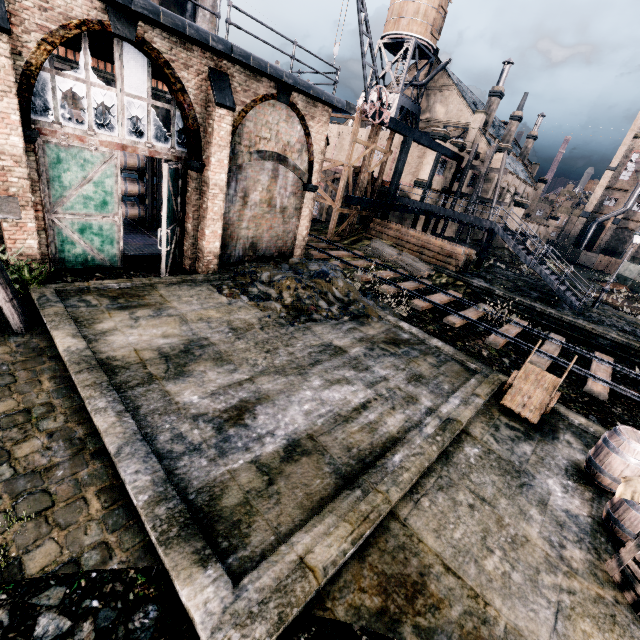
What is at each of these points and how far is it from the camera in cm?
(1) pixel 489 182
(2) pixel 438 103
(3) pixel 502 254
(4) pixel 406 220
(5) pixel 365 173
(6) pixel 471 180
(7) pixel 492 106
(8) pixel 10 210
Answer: (1) building, 4106
(2) building, 4381
(3) stone debris, 3694
(4) building, 3488
(5) wooden scaffolding, 2677
(6) building, 4134
(7) chimney, 4347
(8) wooden scaffolding, 761

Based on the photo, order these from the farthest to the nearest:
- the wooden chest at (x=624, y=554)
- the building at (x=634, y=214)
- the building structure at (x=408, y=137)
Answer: the building at (x=634, y=214) < the building structure at (x=408, y=137) < the wooden chest at (x=624, y=554)

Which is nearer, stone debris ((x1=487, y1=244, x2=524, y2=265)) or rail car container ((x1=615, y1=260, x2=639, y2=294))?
stone debris ((x1=487, y1=244, x2=524, y2=265))

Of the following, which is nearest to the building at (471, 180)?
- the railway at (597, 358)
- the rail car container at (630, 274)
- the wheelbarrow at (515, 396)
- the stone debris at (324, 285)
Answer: the railway at (597, 358)

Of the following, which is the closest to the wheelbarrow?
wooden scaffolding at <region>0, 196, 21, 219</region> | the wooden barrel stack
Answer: wooden scaffolding at <region>0, 196, 21, 219</region>

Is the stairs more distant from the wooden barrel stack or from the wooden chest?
the wooden barrel stack

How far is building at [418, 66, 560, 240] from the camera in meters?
38.7 m

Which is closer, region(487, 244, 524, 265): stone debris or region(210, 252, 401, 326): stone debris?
region(210, 252, 401, 326): stone debris
